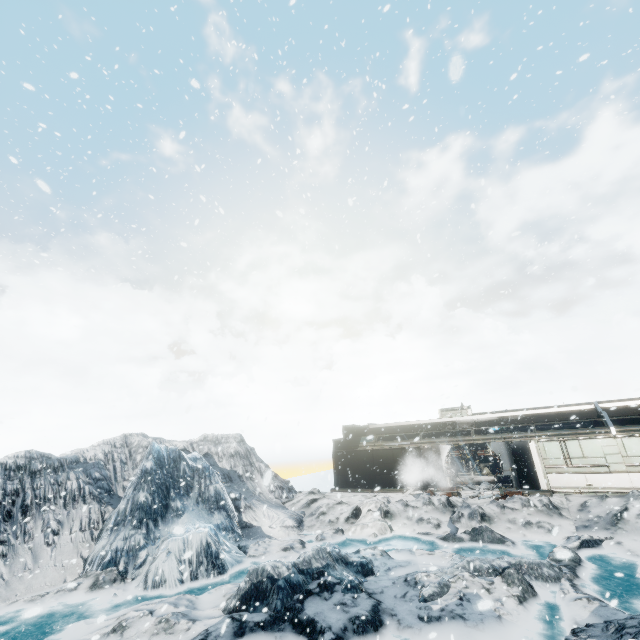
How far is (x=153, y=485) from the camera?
17.25m
